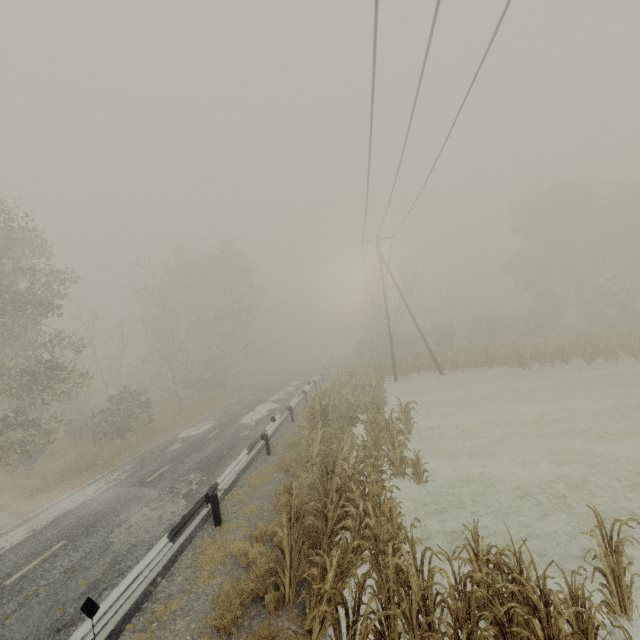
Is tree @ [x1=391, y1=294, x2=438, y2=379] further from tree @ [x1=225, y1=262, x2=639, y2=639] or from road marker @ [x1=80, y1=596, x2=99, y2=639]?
road marker @ [x1=80, y1=596, x2=99, y2=639]

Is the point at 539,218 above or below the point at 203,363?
above

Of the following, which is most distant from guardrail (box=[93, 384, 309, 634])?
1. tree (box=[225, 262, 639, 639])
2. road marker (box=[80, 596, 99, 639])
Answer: tree (box=[225, 262, 639, 639])

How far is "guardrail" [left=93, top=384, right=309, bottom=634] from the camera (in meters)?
5.37

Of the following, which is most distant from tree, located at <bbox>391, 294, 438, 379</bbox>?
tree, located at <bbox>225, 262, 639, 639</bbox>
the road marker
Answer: the road marker

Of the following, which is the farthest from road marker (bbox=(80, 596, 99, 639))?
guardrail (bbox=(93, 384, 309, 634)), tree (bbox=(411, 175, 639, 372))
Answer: tree (bbox=(411, 175, 639, 372))

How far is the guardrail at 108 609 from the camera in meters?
5.4

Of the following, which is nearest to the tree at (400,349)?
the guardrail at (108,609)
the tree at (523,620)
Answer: the guardrail at (108,609)
